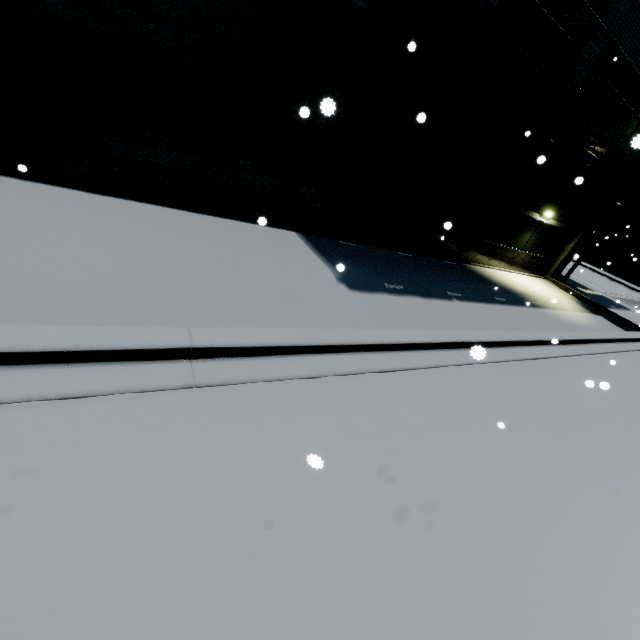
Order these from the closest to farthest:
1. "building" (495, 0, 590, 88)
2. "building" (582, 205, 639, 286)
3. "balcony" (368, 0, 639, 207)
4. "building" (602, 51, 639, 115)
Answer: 1. "balcony" (368, 0, 639, 207)
2. "building" (495, 0, 590, 88)
3. "building" (602, 51, 639, 115)
4. "building" (582, 205, 639, 286)

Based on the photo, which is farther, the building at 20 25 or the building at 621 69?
the building at 621 69

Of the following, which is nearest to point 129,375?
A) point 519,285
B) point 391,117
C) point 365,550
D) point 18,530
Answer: point 18,530

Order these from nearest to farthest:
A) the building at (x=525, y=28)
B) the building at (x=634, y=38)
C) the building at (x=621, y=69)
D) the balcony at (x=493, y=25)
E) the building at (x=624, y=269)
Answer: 1. the balcony at (x=493, y=25)
2. the building at (x=525, y=28)
3. the building at (x=634, y=38)
4. the building at (x=621, y=69)
5. the building at (x=624, y=269)

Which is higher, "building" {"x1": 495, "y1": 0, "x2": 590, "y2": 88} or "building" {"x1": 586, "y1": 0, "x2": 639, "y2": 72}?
"building" {"x1": 586, "y1": 0, "x2": 639, "y2": 72}

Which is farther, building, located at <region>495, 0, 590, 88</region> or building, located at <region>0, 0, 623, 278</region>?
building, located at <region>495, 0, 590, 88</region>
